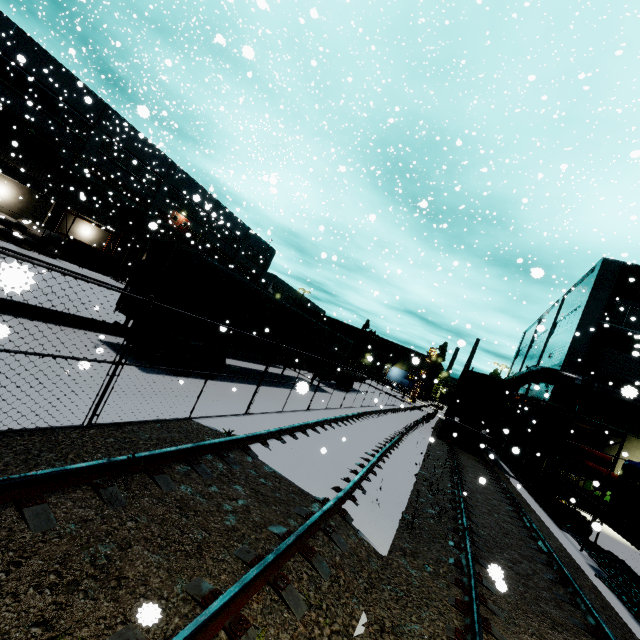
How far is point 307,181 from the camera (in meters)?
33.88

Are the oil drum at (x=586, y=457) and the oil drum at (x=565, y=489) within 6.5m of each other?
yes

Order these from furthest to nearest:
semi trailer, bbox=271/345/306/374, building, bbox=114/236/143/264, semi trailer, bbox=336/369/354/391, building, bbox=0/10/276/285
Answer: building, bbox=114/236/143/264, semi trailer, bbox=336/369/354/391, building, bbox=0/10/276/285, semi trailer, bbox=271/345/306/374

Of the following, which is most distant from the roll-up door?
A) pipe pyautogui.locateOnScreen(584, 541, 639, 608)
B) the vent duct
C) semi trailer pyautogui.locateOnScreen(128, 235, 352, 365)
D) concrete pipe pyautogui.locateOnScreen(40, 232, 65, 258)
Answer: concrete pipe pyautogui.locateOnScreen(40, 232, 65, 258)

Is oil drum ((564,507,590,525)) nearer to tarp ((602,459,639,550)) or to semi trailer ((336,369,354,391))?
tarp ((602,459,639,550))

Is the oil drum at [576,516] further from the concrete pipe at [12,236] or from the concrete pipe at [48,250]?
the concrete pipe at [48,250]

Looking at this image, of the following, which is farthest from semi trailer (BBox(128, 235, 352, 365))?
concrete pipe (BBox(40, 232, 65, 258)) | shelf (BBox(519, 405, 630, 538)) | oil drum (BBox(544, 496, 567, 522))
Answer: concrete pipe (BBox(40, 232, 65, 258))

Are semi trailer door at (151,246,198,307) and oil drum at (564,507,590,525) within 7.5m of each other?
no
